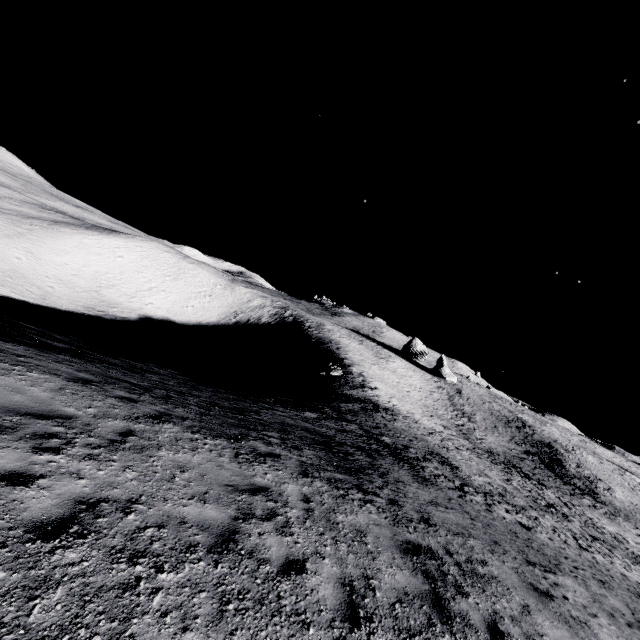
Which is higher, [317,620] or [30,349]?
[317,620]
